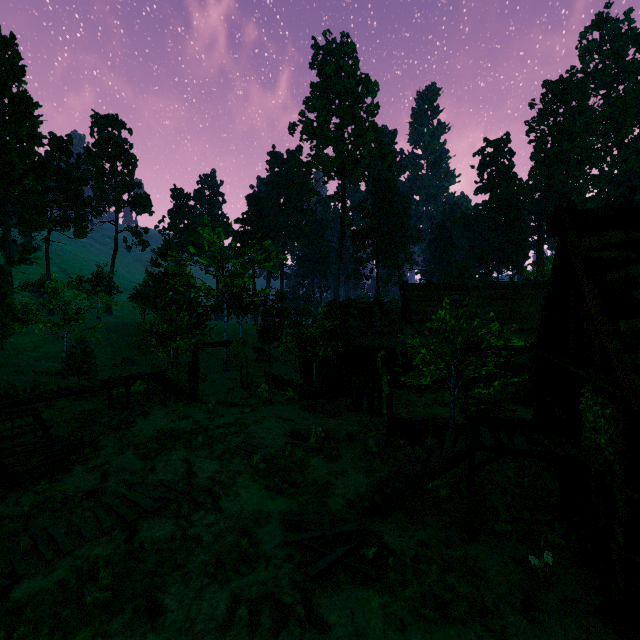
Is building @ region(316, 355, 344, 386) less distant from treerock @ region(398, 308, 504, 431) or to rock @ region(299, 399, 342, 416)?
treerock @ region(398, 308, 504, 431)

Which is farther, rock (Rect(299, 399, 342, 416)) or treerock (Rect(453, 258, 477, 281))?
treerock (Rect(453, 258, 477, 281))

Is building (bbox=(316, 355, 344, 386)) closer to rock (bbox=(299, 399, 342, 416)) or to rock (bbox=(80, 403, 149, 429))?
rock (bbox=(80, 403, 149, 429))

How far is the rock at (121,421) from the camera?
14.25m

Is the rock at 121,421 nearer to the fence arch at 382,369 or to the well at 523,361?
the fence arch at 382,369

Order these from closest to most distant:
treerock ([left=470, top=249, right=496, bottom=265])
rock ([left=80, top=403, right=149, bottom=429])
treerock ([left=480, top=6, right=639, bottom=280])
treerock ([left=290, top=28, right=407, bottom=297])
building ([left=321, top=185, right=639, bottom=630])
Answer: building ([left=321, top=185, right=639, bottom=630])
rock ([left=80, top=403, right=149, bottom=429])
treerock ([left=480, top=6, right=639, bottom=280])
treerock ([left=290, top=28, right=407, bottom=297])
treerock ([left=470, top=249, right=496, bottom=265])

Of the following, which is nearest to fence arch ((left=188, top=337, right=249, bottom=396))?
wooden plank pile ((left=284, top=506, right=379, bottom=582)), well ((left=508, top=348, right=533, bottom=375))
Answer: wooden plank pile ((left=284, top=506, right=379, bottom=582))

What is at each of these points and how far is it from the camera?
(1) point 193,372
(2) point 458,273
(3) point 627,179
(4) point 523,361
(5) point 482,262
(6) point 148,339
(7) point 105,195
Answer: (1) fence arch, 21.3 meters
(2) treerock, 42.4 meters
(3) treerock, 50.5 meters
(4) well, 18.2 meters
(5) treerock, 59.0 meters
(6) treerock, 20.5 meters
(7) treerock, 46.0 meters
